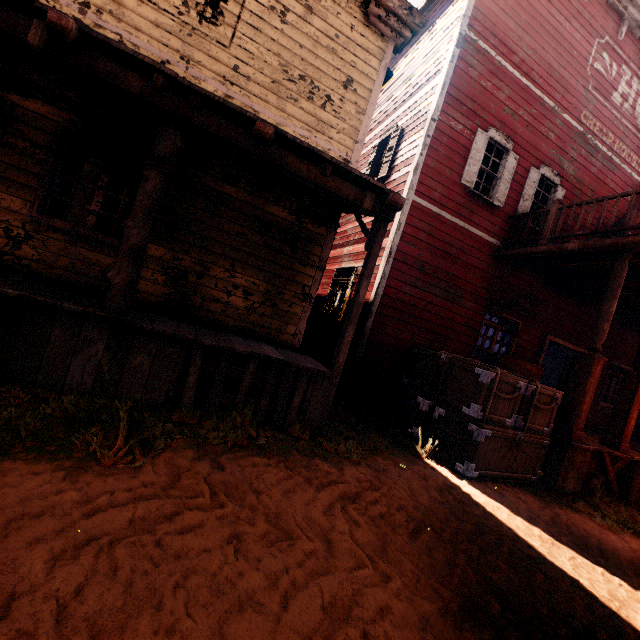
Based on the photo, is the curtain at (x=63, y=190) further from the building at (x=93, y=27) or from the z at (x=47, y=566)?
the z at (x=47, y=566)

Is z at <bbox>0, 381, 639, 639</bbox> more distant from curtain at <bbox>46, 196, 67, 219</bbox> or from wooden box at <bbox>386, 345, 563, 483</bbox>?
curtain at <bbox>46, 196, 67, 219</bbox>

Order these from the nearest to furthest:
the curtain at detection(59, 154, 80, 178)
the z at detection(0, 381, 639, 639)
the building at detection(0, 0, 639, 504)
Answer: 1. the z at detection(0, 381, 639, 639)
2. the building at detection(0, 0, 639, 504)
3. the curtain at detection(59, 154, 80, 178)

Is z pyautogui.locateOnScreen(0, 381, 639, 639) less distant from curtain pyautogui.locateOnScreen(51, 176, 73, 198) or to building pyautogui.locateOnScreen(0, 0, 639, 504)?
building pyautogui.locateOnScreen(0, 0, 639, 504)

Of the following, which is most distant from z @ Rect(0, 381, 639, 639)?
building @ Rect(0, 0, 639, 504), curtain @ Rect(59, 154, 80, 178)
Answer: curtain @ Rect(59, 154, 80, 178)

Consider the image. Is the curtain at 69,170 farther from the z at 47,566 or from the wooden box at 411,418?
the z at 47,566

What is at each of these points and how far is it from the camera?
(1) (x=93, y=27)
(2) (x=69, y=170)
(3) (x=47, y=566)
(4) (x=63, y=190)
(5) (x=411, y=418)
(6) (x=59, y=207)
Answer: (1) building, 4.89m
(2) curtain, 5.12m
(3) z, 1.71m
(4) curtain, 5.12m
(5) wooden box, 6.47m
(6) curtain, 5.13m
